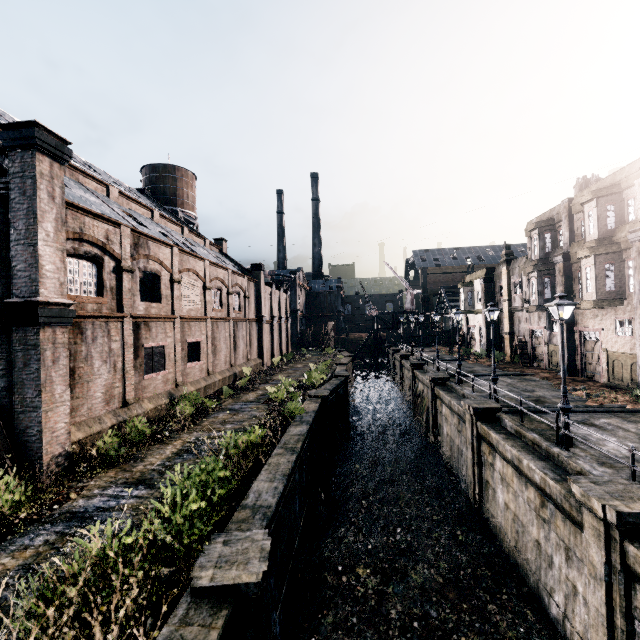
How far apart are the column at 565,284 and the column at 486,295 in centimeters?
1214cm

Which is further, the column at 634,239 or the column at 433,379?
the column at 433,379

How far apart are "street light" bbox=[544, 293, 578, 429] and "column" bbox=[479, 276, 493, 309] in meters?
27.6 m

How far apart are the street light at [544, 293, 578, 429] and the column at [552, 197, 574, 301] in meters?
15.3 m

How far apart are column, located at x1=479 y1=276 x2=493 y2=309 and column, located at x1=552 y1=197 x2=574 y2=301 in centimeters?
1214cm

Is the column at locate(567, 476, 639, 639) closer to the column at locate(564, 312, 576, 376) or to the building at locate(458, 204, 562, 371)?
the column at locate(564, 312, 576, 376)

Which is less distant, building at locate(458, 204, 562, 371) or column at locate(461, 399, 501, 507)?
column at locate(461, 399, 501, 507)

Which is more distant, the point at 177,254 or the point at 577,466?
the point at 177,254
